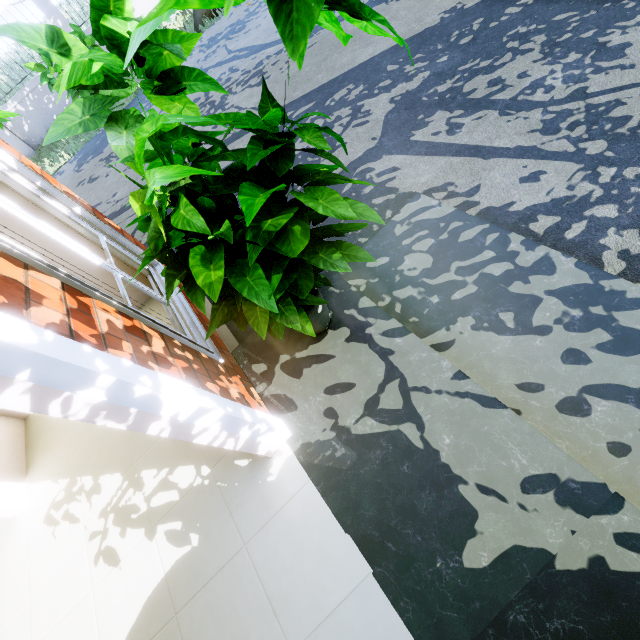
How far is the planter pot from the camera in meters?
1.9 m

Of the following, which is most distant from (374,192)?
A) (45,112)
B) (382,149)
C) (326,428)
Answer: (45,112)

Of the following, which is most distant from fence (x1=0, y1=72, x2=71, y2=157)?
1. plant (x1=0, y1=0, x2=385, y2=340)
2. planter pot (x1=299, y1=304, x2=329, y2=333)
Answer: planter pot (x1=299, y1=304, x2=329, y2=333)

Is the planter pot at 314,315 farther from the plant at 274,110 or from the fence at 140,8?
the fence at 140,8

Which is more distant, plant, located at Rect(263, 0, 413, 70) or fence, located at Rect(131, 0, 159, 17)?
fence, located at Rect(131, 0, 159, 17)

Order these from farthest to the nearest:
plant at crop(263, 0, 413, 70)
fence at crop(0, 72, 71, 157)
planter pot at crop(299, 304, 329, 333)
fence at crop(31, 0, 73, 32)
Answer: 1. fence at crop(0, 72, 71, 157)
2. fence at crop(31, 0, 73, 32)
3. planter pot at crop(299, 304, 329, 333)
4. plant at crop(263, 0, 413, 70)

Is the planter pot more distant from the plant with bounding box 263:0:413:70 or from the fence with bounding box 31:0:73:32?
the fence with bounding box 31:0:73:32

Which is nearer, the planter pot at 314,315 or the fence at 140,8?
the planter pot at 314,315
